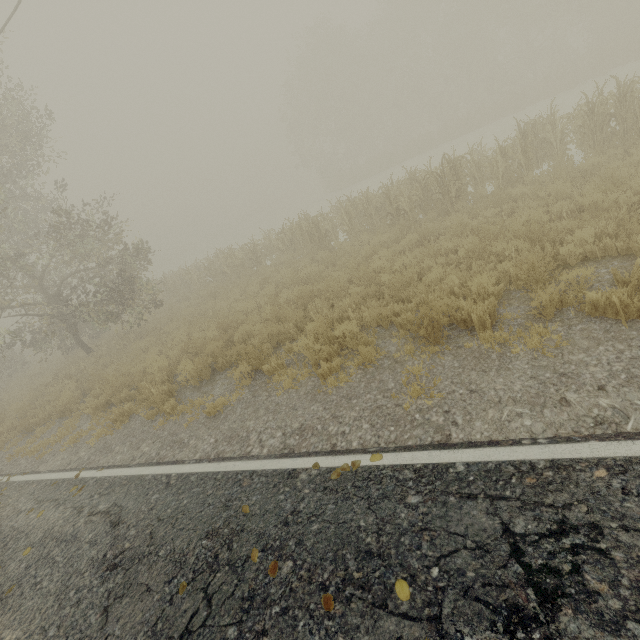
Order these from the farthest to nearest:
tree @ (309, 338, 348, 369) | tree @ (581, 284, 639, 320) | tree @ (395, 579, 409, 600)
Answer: tree @ (309, 338, 348, 369) < tree @ (581, 284, 639, 320) < tree @ (395, 579, 409, 600)

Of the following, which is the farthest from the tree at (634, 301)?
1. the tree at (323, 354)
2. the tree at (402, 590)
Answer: the tree at (323, 354)

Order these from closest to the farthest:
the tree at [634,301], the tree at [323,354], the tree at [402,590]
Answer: the tree at [402,590] < the tree at [634,301] < the tree at [323,354]

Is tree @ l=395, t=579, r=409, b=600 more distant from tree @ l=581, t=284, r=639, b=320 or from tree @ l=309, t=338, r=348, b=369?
tree @ l=309, t=338, r=348, b=369

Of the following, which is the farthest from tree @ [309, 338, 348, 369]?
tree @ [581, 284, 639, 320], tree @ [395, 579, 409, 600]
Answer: tree @ [581, 284, 639, 320]

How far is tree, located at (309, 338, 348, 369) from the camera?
6.22m

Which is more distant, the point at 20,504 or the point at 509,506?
the point at 20,504
